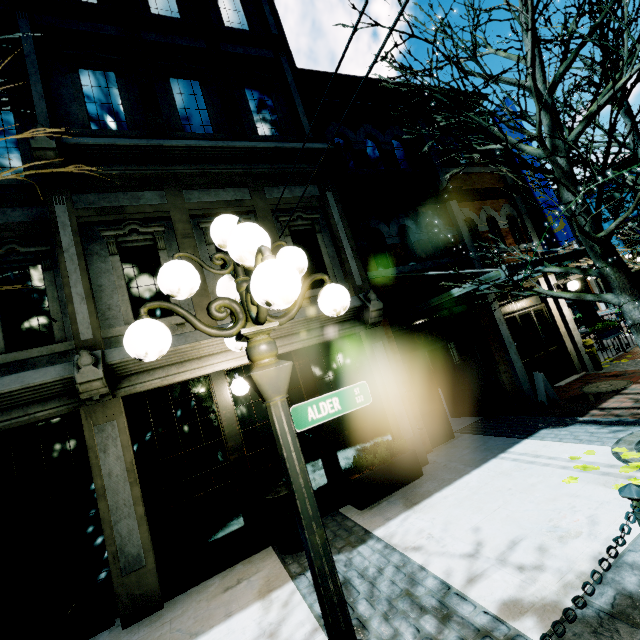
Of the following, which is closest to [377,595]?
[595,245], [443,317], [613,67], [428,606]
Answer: [428,606]

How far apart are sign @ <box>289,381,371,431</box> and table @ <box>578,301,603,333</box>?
13.61m

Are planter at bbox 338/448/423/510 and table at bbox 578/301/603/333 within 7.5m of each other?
no

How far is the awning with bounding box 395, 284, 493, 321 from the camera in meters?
6.1 m

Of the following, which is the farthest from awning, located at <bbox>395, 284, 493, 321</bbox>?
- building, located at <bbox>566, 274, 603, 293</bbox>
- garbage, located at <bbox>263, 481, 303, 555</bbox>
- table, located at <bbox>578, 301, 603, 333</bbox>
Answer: building, located at <bbox>566, 274, 603, 293</bbox>

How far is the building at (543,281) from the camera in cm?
1014

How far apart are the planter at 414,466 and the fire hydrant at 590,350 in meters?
7.1

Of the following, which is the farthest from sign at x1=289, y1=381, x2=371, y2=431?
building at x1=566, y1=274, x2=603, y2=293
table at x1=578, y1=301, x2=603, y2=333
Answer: building at x1=566, y1=274, x2=603, y2=293
